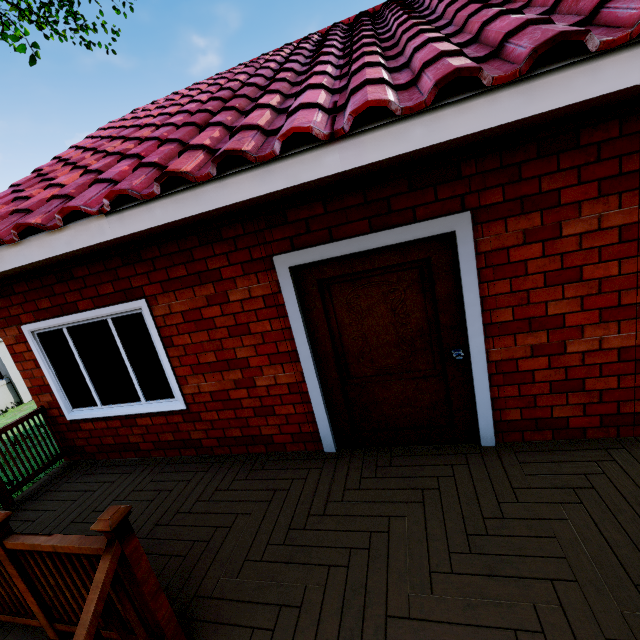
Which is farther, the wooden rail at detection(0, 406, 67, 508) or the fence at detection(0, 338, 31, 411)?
the fence at detection(0, 338, 31, 411)

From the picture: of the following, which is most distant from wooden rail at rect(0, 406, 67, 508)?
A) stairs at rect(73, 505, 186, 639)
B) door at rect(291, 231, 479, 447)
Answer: door at rect(291, 231, 479, 447)

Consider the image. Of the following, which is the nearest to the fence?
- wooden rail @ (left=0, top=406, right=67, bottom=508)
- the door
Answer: wooden rail @ (left=0, top=406, right=67, bottom=508)

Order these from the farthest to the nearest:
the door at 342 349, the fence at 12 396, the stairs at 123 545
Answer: the fence at 12 396 < the door at 342 349 < the stairs at 123 545

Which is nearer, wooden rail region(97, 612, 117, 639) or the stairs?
the stairs

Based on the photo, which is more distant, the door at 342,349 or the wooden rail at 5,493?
the wooden rail at 5,493

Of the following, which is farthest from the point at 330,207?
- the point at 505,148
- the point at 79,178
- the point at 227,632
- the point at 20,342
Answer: the point at 20,342

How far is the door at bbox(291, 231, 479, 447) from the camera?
2.89m
